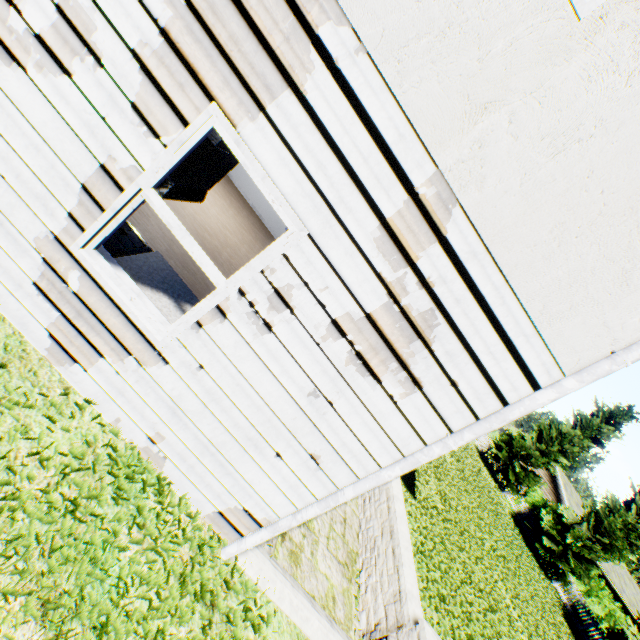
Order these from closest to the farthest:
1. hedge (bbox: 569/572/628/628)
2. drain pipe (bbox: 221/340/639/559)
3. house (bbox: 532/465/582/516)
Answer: drain pipe (bbox: 221/340/639/559)
hedge (bbox: 569/572/628/628)
house (bbox: 532/465/582/516)

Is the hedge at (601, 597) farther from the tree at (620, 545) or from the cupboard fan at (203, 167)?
the cupboard fan at (203, 167)

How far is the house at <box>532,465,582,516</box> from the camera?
31.6m

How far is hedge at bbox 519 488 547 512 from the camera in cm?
2609

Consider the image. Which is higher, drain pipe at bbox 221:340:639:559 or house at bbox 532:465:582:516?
house at bbox 532:465:582:516

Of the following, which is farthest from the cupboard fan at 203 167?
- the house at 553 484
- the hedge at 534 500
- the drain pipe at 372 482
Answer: the house at 553 484

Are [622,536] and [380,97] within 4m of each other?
no

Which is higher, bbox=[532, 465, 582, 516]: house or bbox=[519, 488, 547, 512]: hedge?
bbox=[532, 465, 582, 516]: house
